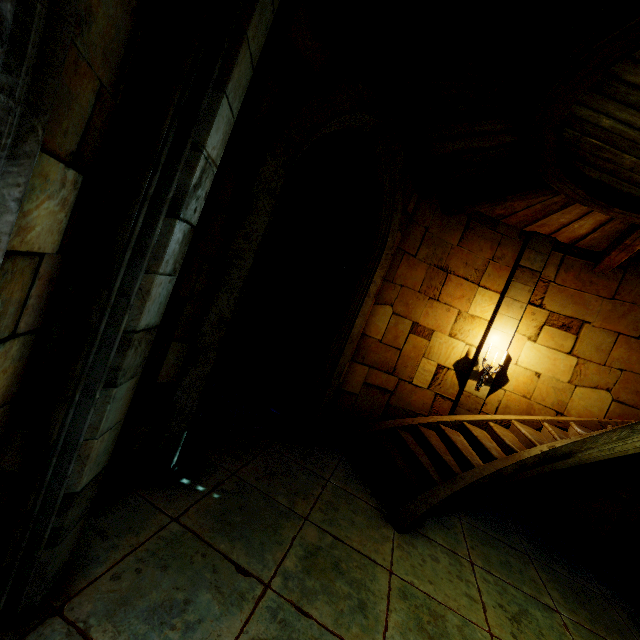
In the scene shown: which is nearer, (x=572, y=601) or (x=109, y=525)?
(x=109, y=525)

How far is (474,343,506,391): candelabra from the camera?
6.73m

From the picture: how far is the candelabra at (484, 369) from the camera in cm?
673
